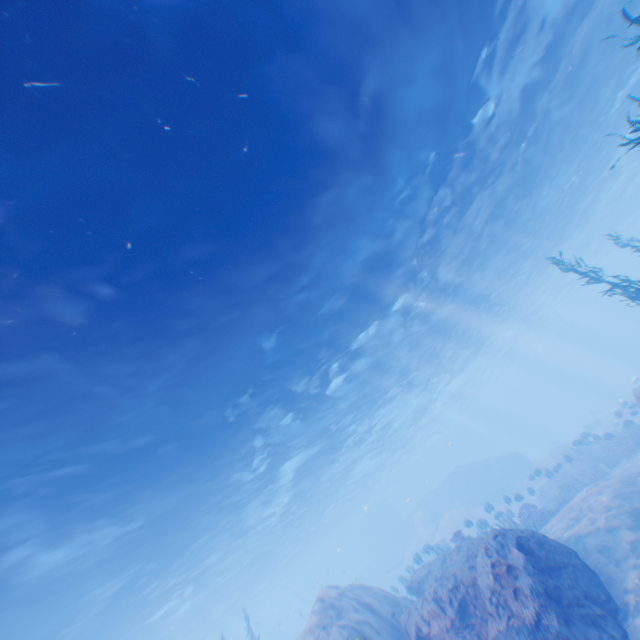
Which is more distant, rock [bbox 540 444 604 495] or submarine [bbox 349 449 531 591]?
submarine [bbox 349 449 531 591]

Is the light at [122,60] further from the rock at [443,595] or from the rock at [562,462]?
the rock at [562,462]

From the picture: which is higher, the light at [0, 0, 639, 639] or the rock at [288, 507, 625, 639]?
the light at [0, 0, 639, 639]

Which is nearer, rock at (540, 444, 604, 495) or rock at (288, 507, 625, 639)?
rock at (288, 507, 625, 639)

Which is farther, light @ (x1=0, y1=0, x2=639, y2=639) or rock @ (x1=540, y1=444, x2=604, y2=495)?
rock @ (x1=540, y1=444, x2=604, y2=495)

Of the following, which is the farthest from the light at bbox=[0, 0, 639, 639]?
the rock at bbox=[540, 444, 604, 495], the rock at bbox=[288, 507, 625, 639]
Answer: the rock at bbox=[540, 444, 604, 495]

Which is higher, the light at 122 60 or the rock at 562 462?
the light at 122 60

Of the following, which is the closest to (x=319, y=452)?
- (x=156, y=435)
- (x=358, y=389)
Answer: (x=358, y=389)
